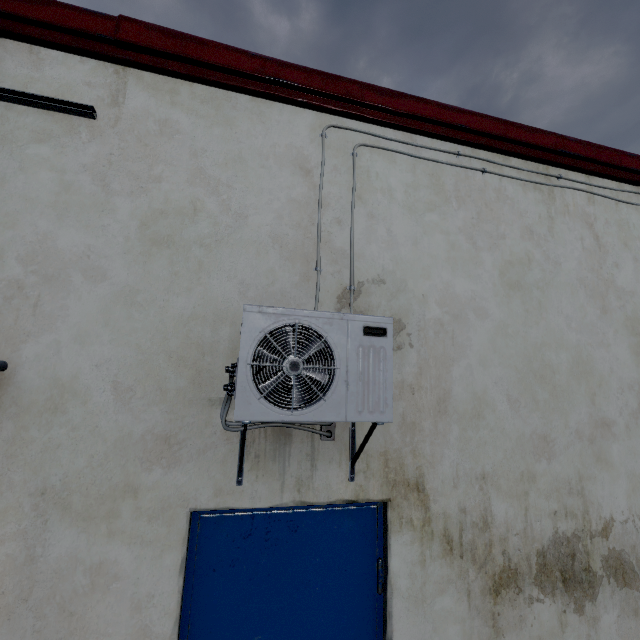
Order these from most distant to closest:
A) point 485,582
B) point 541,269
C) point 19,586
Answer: point 541,269
point 485,582
point 19,586

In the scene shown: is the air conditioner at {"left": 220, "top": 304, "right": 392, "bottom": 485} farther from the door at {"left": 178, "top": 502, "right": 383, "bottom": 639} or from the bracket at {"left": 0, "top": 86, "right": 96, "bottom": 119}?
the bracket at {"left": 0, "top": 86, "right": 96, "bottom": 119}

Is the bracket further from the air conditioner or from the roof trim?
the air conditioner

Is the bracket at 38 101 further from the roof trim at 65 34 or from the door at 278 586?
the door at 278 586

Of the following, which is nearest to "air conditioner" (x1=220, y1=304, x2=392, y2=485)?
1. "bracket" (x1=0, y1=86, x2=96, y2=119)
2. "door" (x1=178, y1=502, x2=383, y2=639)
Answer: "door" (x1=178, y1=502, x2=383, y2=639)

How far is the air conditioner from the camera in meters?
1.5

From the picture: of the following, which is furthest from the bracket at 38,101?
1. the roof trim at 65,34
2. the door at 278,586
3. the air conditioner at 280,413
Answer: the door at 278,586
